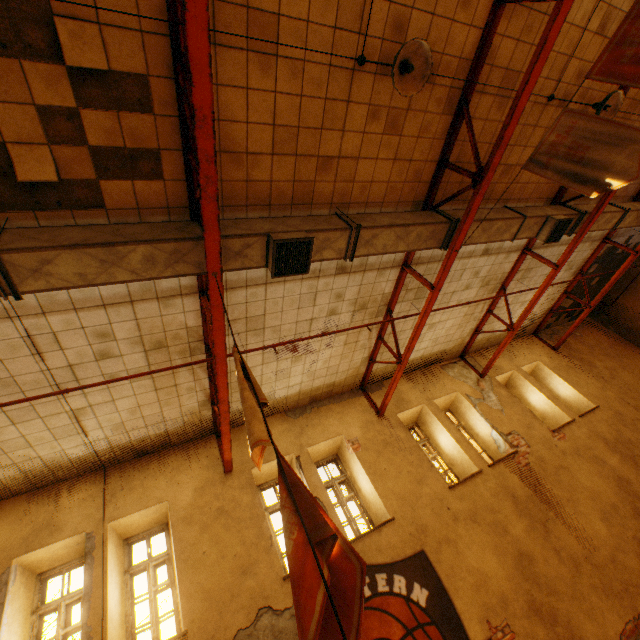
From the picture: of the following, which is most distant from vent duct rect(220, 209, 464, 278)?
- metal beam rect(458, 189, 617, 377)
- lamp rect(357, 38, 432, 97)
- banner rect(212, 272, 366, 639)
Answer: lamp rect(357, 38, 432, 97)

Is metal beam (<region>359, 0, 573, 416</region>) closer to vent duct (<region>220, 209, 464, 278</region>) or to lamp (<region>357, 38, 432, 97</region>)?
vent duct (<region>220, 209, 464, 278</region>)

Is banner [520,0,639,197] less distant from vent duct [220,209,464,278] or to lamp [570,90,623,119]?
vent duct [220,209,464,278]

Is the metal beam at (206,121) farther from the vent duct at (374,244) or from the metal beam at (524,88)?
the metal beam at (524,88)

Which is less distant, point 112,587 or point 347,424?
point 112,587

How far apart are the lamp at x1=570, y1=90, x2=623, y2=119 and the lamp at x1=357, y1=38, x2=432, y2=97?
3.5m

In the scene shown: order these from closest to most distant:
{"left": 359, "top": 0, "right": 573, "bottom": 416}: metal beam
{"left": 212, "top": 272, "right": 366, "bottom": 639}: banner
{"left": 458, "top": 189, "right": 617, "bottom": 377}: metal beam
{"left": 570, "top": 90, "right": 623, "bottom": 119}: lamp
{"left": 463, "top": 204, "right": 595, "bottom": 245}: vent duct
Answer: {"left": 212, "top": 272, "right": 366, "bottom": 639}: banner, {"left": 359, "top": 0, "right": 573, "bottom": 416}: metal beam, {"left": 570, "top": 90, "right": 623, "bottom": 119}: lamp, {"left": 463, "top": 204, "right": 595, "bottom": 245}: vent duct, {"left": 458, "top": 189, "right": 617, "bottom": 377}: metal beam

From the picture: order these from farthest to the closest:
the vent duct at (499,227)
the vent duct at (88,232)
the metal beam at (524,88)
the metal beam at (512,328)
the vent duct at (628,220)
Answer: the vent duct at (628,220), the metal beam at (512,328), the vent duct at (499,227), the metal beam at (524,88), the vent duct at (88,232)
